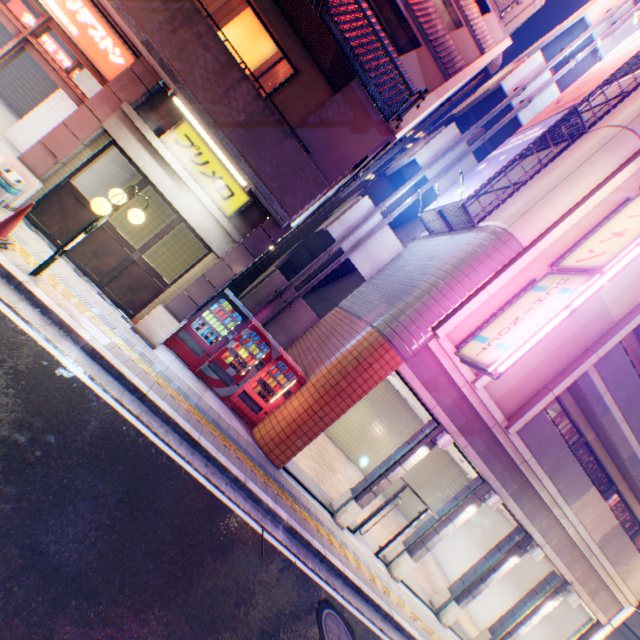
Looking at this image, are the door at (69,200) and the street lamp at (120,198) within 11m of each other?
yes

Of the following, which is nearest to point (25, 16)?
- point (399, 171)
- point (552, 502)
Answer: point (399, 171)

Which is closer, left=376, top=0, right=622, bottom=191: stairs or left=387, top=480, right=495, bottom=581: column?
left=387, top=480, right=495, bottom=581: column

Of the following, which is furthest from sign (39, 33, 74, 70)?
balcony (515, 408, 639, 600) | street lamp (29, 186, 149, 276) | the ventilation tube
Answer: balcony (515, 408, 639, 600)

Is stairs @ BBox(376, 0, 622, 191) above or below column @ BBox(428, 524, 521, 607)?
above

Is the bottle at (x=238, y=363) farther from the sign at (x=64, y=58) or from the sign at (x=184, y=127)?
the sign at (x=64, y=58)

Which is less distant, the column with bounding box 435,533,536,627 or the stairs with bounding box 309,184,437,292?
the column with bounding box 435,533,536,627

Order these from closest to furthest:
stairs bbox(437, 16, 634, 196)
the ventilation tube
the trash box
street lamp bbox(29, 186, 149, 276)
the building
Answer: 1. street lamp bbox(29, 186, 149, 276)
2. the trash box
3. stairs bbox(437, 16, 634, 196)
4. the ventilation tube
5. the building
